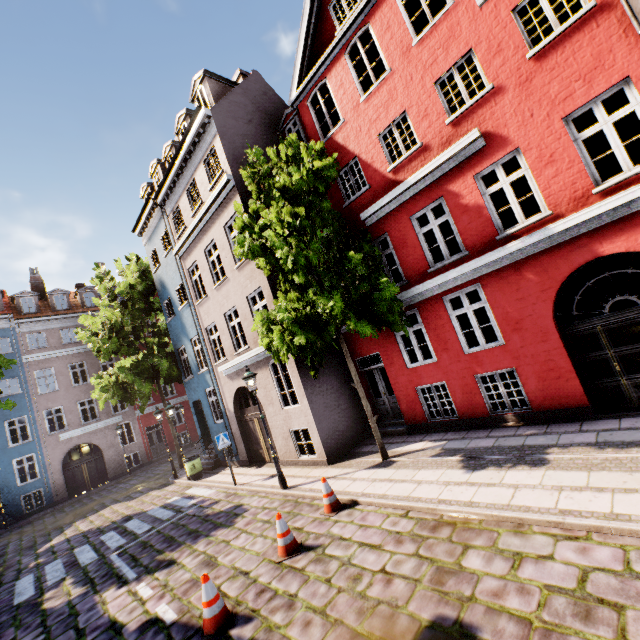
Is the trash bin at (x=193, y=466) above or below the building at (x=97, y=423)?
below

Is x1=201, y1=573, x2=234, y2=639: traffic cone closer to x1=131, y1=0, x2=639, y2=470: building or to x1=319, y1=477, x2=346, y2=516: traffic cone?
x1=319, y1=477, x2=346, y2=516: traffic cone

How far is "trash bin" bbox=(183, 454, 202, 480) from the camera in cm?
1476

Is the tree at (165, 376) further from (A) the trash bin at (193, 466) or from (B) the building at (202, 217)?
(A) the trash bin at (193, 466)

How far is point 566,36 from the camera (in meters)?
6.78

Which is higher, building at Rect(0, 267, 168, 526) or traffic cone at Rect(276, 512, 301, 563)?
building at Rect(0, 267, 168, 526)

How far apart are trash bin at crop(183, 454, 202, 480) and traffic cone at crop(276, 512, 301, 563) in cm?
981
